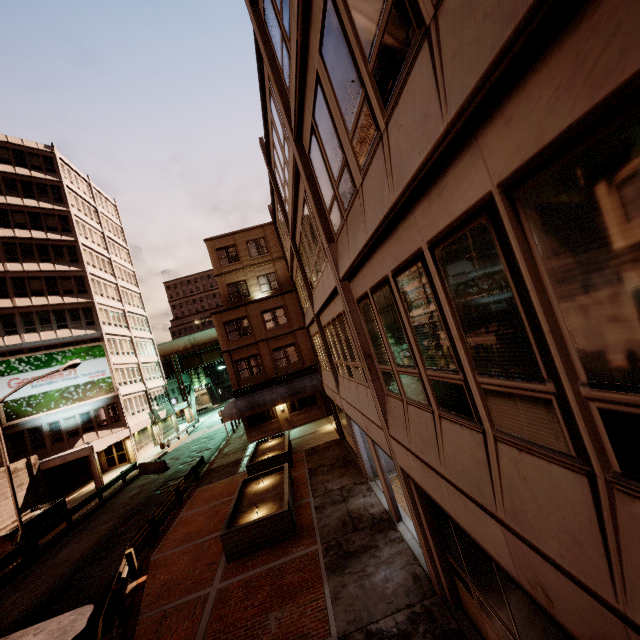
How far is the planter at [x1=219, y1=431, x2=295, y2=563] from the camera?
11.20m

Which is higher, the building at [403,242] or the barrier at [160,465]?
the building at [403,242]

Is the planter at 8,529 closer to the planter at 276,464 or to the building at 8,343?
the building at 8,343

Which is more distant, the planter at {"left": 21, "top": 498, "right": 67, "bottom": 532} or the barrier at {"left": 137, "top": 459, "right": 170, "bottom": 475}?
the barrier at {"left": 137, "top": 459, "right": 170, "bottom": 475}

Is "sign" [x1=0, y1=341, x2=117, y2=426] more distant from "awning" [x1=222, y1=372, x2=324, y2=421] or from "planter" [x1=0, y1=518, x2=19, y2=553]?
"awning" [x1=222, y1=372, x2=324, y2=421]

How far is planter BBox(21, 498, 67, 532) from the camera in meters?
21.3

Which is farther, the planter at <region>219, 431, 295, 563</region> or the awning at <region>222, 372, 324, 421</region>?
the awning at <region>222, 372, 324, 421</region>

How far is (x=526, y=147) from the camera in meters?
2.1
